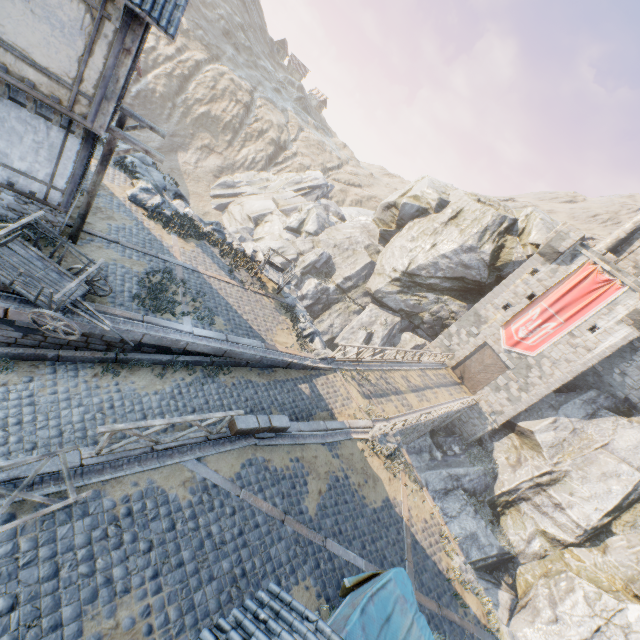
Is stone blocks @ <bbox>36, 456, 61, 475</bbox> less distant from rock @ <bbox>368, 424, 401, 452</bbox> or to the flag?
rock @ <bbox>368, 424, 401, 452</bbox>

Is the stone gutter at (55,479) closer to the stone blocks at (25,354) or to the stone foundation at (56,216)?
the stone blocks at (25,354)

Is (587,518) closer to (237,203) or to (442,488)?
(442,488)

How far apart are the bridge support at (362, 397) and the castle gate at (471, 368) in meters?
16.8

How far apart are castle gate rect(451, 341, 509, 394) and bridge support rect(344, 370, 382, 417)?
16.8 meters

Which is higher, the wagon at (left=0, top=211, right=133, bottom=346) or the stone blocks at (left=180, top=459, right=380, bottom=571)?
the wagon at (left=0, top=211, right=133, bottom=346)

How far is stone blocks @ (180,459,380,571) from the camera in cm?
814

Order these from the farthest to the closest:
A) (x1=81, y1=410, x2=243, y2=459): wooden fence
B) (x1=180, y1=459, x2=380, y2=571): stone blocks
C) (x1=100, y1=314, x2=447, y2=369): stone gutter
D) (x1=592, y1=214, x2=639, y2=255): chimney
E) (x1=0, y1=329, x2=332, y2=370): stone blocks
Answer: (x1=592, y1=214, x2=639, y2=255): chimney < (x1=100, y1=314, x2=447, y2=369): stone gutter < (x1=0, y1=329, x2=332, y2=370): stone blocks < (x1=180, y1=459, x2=380, y2=571): stone blocks < (x1=81, y1=410, x2=243, y2=459): wooden fence
